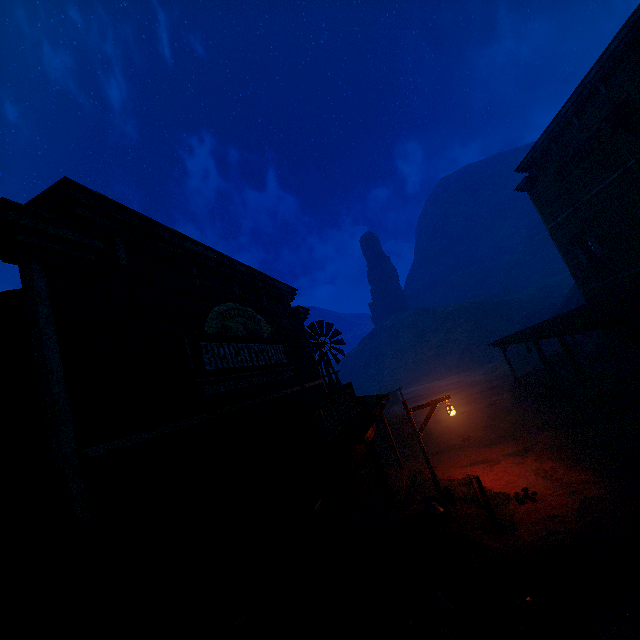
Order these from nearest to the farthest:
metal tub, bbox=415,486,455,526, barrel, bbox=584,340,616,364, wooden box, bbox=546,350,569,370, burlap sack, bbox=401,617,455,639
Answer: burlap sack, bbox=401,617,455,639 → metal tub, bbox=415,486,455,526 → barrel, bbox=584,340,616,364 → wooden box, bbox=546,350,569,370

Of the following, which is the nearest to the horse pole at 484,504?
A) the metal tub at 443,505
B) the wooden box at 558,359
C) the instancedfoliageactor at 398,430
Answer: the metal tub at 443,505

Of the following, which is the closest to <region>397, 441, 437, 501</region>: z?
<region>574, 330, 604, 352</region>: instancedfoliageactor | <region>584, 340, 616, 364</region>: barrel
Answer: <region>574, 330, 604, 352</region>: instancedfoliageactor

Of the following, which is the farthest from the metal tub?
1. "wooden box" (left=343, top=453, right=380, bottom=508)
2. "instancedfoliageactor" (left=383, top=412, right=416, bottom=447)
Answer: "instancedfoliageactor" (left=383, top=412, right=416, bottom=447)

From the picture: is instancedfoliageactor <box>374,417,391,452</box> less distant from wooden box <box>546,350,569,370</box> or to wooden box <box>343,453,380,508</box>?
wooden box <box>343,453,380,508</box>

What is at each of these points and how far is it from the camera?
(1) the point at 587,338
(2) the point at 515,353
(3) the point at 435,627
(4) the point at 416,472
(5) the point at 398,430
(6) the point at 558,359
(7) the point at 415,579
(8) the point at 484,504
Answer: (1) instancedfoliageactor, 24.0m
(2) z, 35.5m
(3) burlap sack, 5.3m
(4) z, 12.9m
(5) instancedfoliageactor, 18.6m
(6) wooden box, 19.8m
(7) milk container, 6.4m
(8) horse pole, 7.8m

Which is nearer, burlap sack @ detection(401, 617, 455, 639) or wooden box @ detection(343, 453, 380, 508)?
burlap sack @ detection(401, 617, 455, 639)

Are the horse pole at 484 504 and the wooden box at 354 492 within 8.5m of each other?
yes
